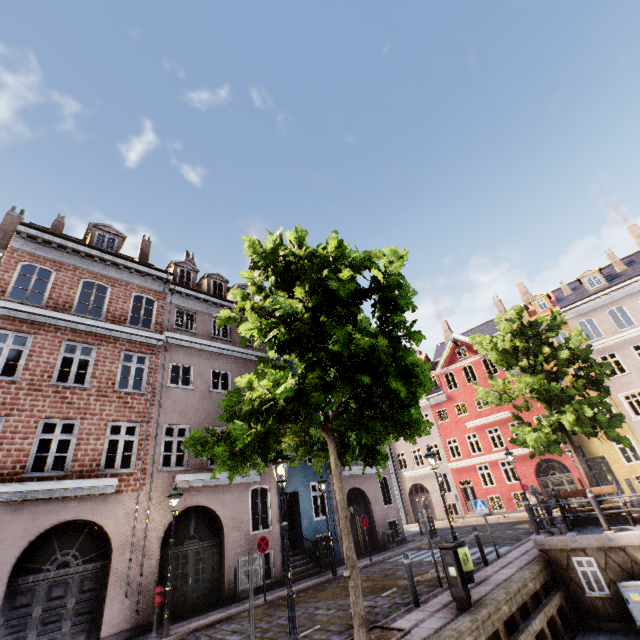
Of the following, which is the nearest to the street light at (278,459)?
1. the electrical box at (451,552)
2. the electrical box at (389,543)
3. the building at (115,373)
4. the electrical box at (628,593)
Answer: the building at (115,373)

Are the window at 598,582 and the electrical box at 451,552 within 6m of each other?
yes

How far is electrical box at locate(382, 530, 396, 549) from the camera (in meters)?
18.38

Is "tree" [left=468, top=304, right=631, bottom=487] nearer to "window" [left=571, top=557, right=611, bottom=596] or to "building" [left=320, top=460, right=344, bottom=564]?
"building" [left=320, top=460, right=344, bottom=564]

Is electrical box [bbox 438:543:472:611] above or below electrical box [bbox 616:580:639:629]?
above

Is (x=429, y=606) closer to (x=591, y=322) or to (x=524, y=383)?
(x=524, y=383)

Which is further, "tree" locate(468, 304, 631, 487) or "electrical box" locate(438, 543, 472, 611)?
"tree" locate(468, 304, 631, 487)
